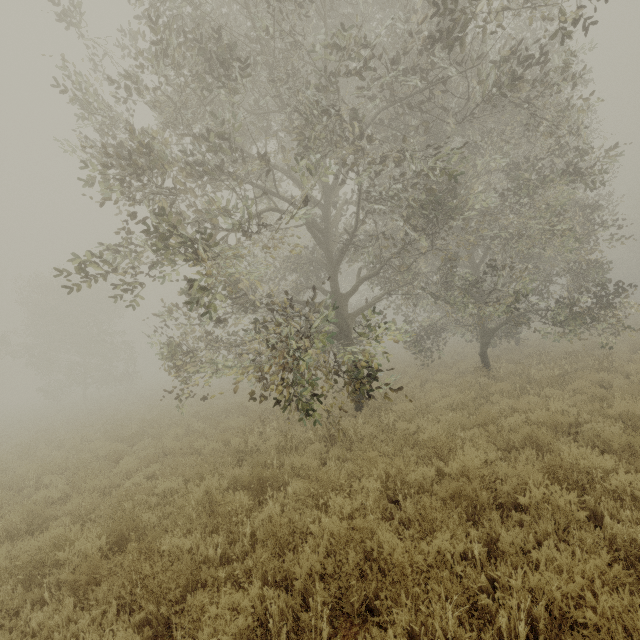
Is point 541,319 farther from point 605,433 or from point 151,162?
point 151,162
